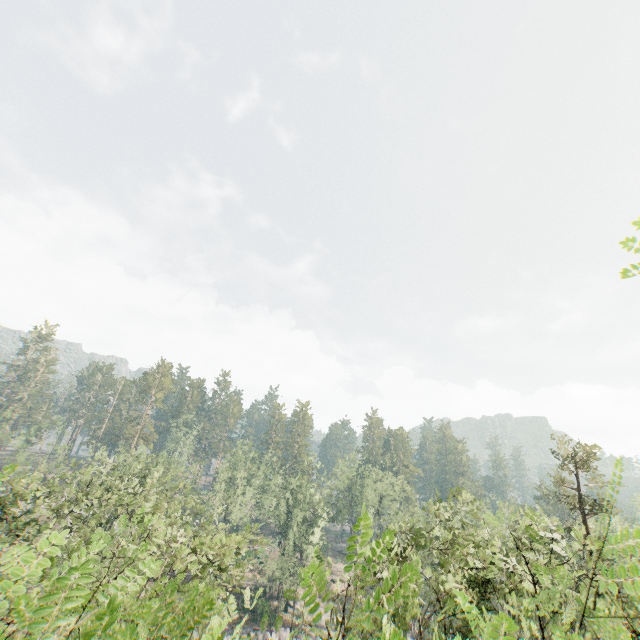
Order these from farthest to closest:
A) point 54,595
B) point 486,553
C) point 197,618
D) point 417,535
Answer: point 197,618 → point 486,553 → point 417,535 → point 54,595
